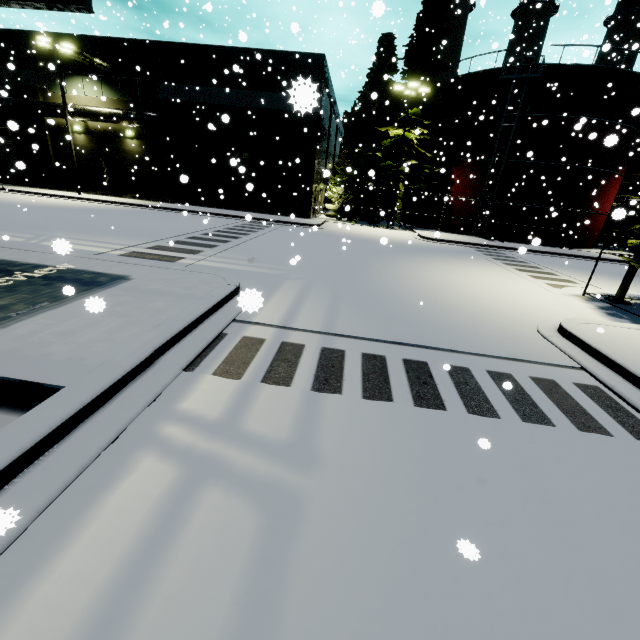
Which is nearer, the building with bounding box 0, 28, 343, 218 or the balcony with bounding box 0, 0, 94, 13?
the balcony with bounding box 0, 0, 94, 13

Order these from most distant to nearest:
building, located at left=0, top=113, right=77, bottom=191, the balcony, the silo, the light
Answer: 1. building, located at left=0, top=113, right=77, bottom=191
2. the silo
3. the light
4. the balcony

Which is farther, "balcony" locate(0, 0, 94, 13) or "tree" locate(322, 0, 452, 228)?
"tree" locate(322, 0, 452, 228)

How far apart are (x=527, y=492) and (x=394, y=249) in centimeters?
1515cm

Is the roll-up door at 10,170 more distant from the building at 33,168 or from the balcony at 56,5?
the balcony at 56,5

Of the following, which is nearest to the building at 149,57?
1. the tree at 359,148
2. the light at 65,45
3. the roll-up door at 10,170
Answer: the roll-up door at 10,170

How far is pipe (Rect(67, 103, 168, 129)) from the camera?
23.6 meters

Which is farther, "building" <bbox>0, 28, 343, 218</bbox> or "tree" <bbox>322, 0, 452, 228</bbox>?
"tree" <bbox>322, 0, 452, 228</bbox>
